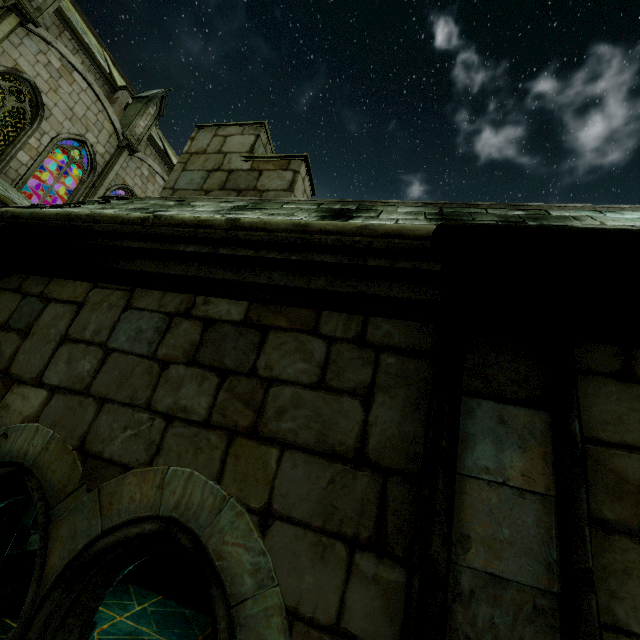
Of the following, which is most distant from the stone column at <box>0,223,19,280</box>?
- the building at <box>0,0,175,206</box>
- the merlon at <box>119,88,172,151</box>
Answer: the merlon at <box>119,88,172,151</box>

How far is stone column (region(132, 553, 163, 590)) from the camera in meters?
6.7 m

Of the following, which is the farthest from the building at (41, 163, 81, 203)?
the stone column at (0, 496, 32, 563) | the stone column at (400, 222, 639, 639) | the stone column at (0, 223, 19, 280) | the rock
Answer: the stone column at (400, 222, 639, 639)

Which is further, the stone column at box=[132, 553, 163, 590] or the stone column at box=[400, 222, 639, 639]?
the stone column at box=[132, 553, 163, 590]

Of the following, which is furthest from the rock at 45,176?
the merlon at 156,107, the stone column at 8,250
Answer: the stone column at 8,250

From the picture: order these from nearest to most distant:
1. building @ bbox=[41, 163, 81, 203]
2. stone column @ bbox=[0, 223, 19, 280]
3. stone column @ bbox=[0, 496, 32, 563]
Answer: stone column @ bbox=[0, 223, 19, 280], stone column @ bbox=[0, 496, 32, 563], building @ bbox=[41, 163, 81, 203]

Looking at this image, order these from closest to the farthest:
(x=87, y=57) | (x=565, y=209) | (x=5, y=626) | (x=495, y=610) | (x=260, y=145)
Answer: (x=495, y=610) → (x=565, y=209) → (x=5, y=626) → (x=260, y=145) → (x=87, y=57)

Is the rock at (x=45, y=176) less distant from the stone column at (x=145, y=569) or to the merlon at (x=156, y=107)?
the merlon at (x=156, y=107)
